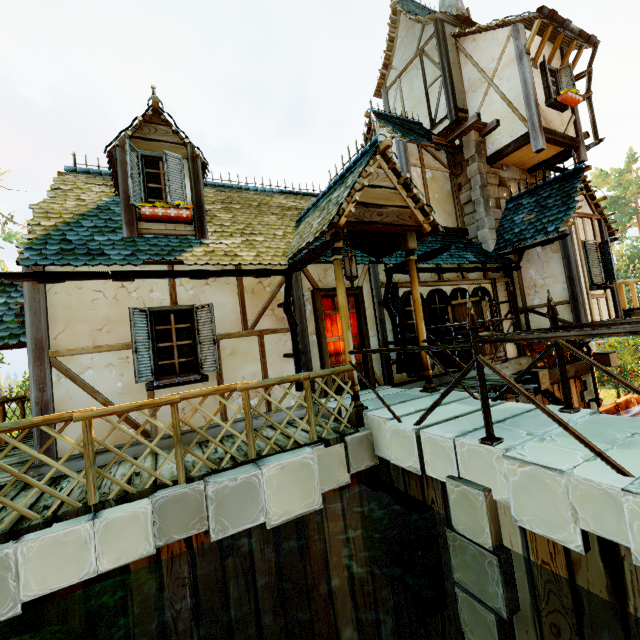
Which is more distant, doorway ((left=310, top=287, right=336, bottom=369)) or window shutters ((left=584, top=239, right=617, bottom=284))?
window shutters ((left=584, top=239, right=617, bottom=284))

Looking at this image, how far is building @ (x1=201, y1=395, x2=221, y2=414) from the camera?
5.6 meters

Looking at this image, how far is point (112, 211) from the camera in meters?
6.5

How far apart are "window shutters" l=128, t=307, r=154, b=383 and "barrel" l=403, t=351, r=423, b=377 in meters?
3.7 m

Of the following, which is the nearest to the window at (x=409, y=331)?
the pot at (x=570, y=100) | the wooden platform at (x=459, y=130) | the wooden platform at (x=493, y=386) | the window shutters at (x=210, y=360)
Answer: the wooden platform at (x=493, y=386)

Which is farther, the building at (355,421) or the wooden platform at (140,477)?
the building at (355,421)

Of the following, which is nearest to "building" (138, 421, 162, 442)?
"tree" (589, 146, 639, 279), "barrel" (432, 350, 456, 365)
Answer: "barrel" (432, 350, 456, 365)

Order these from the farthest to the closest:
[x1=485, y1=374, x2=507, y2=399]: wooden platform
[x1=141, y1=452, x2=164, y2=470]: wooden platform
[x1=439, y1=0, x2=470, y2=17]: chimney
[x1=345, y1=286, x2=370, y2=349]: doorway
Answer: [x1=439, y1=0, x2=470, y2=17]: chimney < [x1=345, y1=286, x2=370, y2=349]: doorway < [x1=485, y1=374, x2=507, y2=399]: wooden platform < [x1=141, y1=452, x2=164, y2=470]: wooden platform
